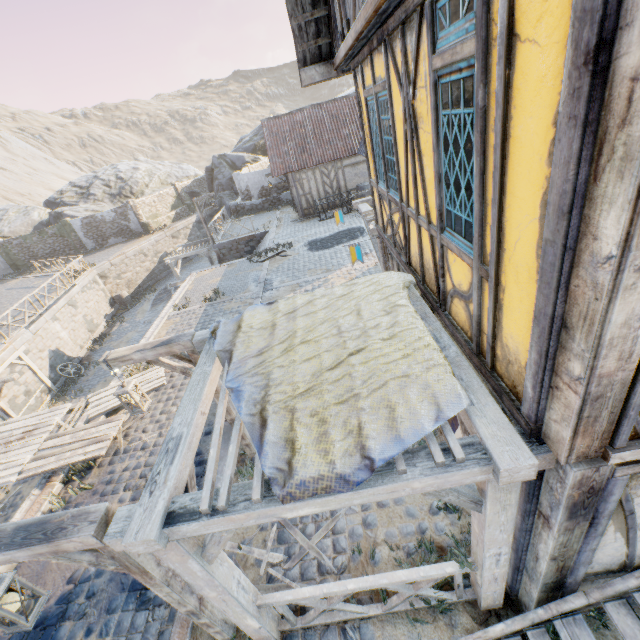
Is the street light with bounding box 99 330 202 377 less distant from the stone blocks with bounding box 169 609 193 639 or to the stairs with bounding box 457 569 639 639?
the stone blocks with bounding box 169 609 193 639

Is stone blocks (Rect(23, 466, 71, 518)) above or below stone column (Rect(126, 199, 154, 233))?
below

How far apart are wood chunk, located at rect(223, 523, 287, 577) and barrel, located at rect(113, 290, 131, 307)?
24.26m

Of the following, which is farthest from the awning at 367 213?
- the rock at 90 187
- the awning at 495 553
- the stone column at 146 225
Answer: the stone column at 146 225

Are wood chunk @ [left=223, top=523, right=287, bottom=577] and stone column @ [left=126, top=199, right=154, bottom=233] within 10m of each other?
no

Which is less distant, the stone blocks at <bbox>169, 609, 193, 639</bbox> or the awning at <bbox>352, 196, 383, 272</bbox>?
the stone blocks at <bbox>169, 609, 193, 639</bbox>

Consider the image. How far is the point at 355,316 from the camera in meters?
4.0 m

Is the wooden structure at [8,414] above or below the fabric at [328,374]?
below
